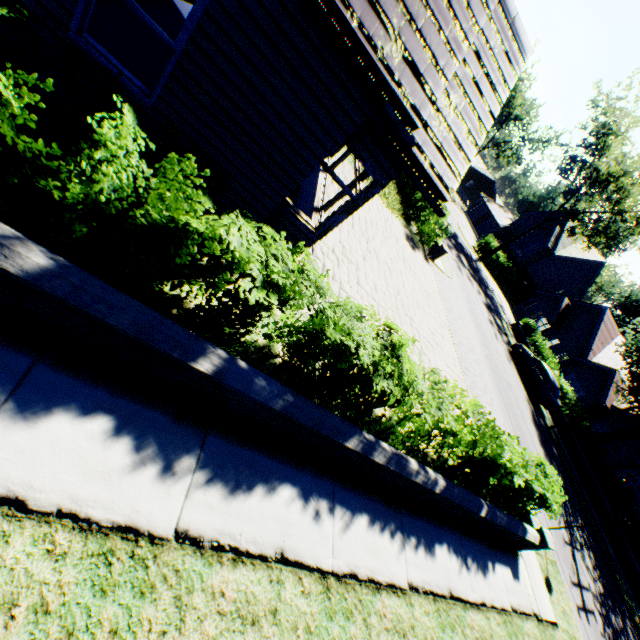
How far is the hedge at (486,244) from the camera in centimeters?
3735cm

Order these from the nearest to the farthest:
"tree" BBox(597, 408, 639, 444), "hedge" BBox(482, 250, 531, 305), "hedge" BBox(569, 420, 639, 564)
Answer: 1. "hedge" BBox(569, 420, 639, 564)
2. "tree" BBox(597, 408, 639, 444)
3. "hedge" BBox(482, 250, 531, 305)

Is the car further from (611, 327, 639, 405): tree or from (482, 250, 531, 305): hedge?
(482, 250, 531, 305): hedge

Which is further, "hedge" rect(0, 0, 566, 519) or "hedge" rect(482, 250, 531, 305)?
"hedge" rect(482, 250, 531, 305)

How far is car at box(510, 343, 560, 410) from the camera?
20.6 meters

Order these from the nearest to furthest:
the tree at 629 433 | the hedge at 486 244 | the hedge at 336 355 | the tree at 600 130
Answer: the hedge at 336 355
the tree at 629 433
the tree at 600 130
the hedge at 486 244

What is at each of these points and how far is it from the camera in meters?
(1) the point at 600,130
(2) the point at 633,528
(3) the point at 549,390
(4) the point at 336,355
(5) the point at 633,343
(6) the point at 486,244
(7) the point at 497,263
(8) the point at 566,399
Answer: (1) tree, 27.9 m
(2) hedge, 17.8 m
(3) car, 20.6 m
(4) hedge, 3.9 m
(5) tree, 20.5 m
(6) hedge, 37.7 m
(7) hedge, 39.2 m
(8) hedge, 24.3 m

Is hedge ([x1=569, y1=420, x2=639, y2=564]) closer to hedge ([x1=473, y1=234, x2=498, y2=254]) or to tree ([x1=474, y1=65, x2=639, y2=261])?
tree ([x1=474, y1=65, x2=639, y2=261])
